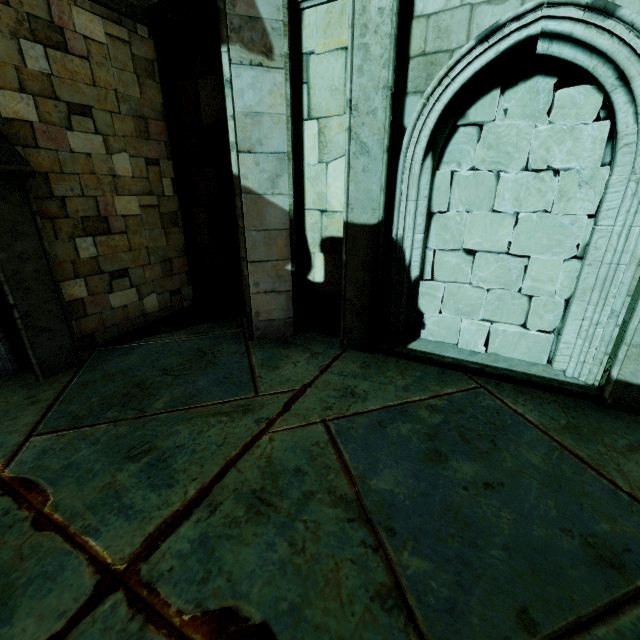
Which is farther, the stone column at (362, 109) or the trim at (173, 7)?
the trim at (173, 7)

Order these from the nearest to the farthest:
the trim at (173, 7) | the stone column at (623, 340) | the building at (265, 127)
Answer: the stone column at (623, 340)
the building at (265, 127)
the trim at (173, 7)

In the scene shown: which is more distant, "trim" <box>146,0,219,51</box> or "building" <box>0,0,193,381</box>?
"trim" <box>146,0,219,51</box>

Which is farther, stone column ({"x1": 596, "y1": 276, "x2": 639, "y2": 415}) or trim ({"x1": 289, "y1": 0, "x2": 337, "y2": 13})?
trim ({"x1": 289, "y1": 0, "x2": 337, "y2": 13})

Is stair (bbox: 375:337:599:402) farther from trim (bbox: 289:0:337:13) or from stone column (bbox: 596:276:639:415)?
trim (bbox: 289:0:337:13)

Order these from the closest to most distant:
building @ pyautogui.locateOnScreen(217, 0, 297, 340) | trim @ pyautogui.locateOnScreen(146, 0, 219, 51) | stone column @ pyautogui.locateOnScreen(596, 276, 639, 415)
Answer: stone column @ pyautogui.locateOnScreen(596, 276, 639, 415) < building @ pyautogui.locateOnScreen(217, 0, 297, 340) < trim @ pyautogui.locateOnScreen(146, 0, 219, 51)

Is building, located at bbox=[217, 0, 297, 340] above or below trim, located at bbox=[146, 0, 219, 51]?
below

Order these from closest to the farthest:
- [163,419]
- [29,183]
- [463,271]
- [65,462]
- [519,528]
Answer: [519,528] → [65,462] → [163,419] → [29,183] → [463,271]
